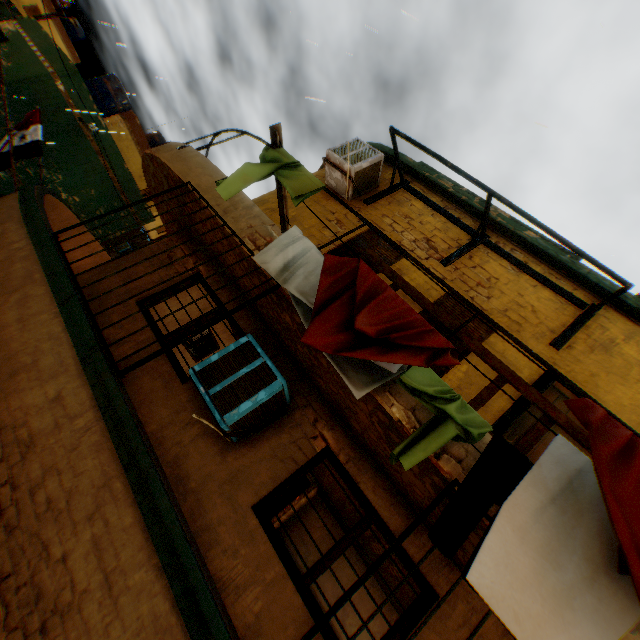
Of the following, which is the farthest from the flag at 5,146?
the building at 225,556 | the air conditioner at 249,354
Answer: the air conditioner at 249,354

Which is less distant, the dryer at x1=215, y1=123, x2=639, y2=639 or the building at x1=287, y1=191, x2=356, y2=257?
the dryer at x1=215, y1=123, x2=639, y2=639

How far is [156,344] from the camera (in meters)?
4.59

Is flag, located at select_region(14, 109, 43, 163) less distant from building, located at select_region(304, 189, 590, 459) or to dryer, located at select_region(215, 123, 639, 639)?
building, located at select_region(304, 189, 590, 459)

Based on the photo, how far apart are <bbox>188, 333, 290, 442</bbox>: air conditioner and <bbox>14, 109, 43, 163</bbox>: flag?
7.32m

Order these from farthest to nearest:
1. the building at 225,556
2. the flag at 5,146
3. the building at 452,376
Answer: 1. the flag at 5,146
2. the building at 452,376
3. the building at 225,556

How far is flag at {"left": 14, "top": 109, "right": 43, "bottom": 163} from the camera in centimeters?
720cm
